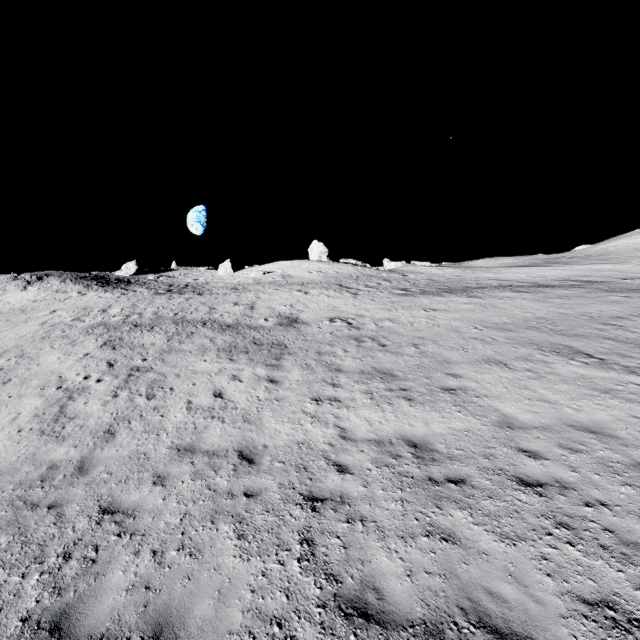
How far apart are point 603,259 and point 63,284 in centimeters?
6581cm

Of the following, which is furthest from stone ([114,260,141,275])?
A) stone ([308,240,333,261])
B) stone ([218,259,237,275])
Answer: stone ([308,240,333,261])

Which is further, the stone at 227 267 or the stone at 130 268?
the stone at 227 267

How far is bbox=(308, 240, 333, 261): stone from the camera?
45.0 meters

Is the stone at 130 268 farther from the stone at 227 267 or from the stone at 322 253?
the stone at 322 253

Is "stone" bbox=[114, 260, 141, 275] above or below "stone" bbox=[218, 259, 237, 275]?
above

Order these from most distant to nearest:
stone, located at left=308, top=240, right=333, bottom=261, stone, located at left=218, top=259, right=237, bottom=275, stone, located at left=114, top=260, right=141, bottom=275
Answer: stone, located at left=218, top=259, right=237, bottom=275 < stone, located at left=114, top=260, right=141, bottom=275 < stone, located at left=308, top=240, right=333, bottom=261

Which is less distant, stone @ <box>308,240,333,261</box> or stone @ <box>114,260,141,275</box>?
stone @ <box>308,240,333,261</box>
